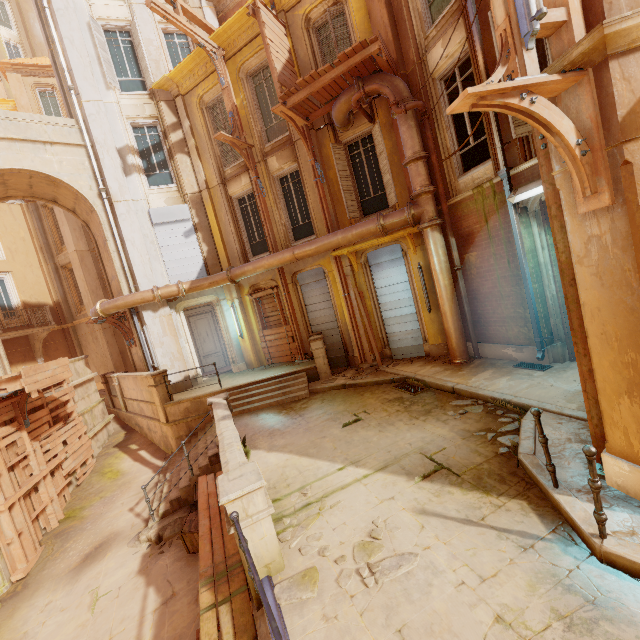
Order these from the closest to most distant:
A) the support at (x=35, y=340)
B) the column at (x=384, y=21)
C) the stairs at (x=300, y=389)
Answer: the column at (x=384, y=21) → the stairs at (x=300, y=389) → the support at (x=35, y=340)

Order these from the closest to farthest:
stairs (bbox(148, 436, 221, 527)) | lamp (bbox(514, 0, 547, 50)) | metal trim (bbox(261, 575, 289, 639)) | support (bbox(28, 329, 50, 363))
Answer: lamp (bbox(514, 0, 547, 50)), metal trim (bbox(261, 575, 289, 639)), stairs (bbox(148, 436, 221, 527)), support (bbox(28, 329, 50, 363))

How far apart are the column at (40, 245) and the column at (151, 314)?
11.0 meters

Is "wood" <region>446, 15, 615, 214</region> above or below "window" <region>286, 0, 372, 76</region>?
below

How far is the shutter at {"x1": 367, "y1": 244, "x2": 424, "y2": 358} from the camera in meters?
10.8

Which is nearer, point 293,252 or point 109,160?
point 293,252

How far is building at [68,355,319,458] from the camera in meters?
11.5 m

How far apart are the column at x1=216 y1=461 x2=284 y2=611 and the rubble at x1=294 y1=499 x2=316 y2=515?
0.1 meters
